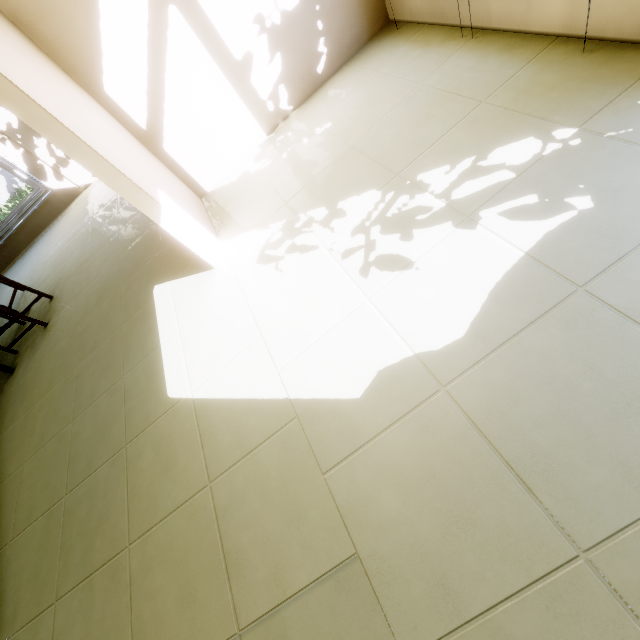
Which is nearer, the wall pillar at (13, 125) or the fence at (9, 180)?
the wall pillar at (13, 125)

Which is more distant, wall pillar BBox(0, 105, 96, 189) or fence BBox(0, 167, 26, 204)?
fence BBox(0, 167, 26, 204)

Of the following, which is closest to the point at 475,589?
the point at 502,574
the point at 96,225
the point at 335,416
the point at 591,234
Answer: the point at 502,574
